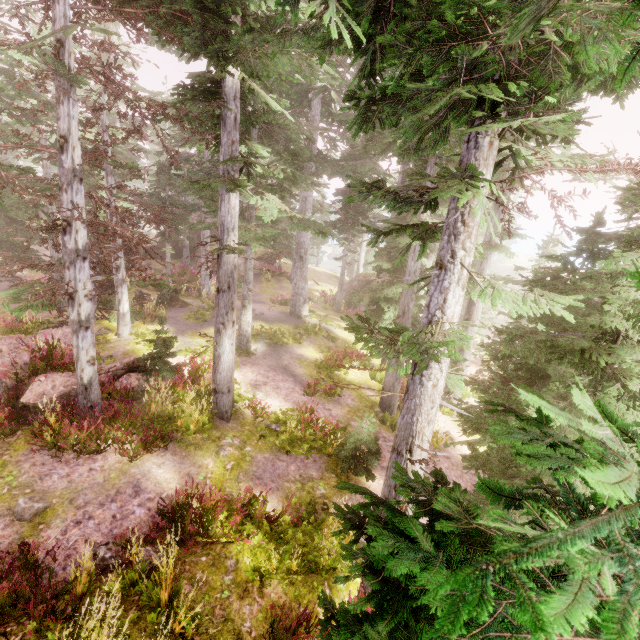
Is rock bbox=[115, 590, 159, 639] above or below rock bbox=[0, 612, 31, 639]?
below

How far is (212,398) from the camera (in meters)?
10.20

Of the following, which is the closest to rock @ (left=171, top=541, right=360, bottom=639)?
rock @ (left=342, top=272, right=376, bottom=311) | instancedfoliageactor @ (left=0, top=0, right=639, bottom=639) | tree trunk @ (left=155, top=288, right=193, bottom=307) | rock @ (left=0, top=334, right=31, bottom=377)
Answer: instancedfoliageactor @ (left=0, top=0, right=639, bottom=639)

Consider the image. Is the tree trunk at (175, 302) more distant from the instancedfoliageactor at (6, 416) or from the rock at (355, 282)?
the rock at (355, 282)

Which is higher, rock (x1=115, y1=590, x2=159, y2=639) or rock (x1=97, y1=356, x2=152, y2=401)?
rock (x1=97, y1=356, x2=152, y2=401)

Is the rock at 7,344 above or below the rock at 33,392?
above

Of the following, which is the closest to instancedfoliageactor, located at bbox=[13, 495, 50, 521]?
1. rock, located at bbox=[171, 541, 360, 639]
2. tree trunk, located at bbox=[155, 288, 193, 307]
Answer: rock, located at bbox=[171, 541, 360, 639]

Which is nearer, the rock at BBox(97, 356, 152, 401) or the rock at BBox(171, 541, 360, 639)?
the rock at BBox(171, 541, 360, 639)
